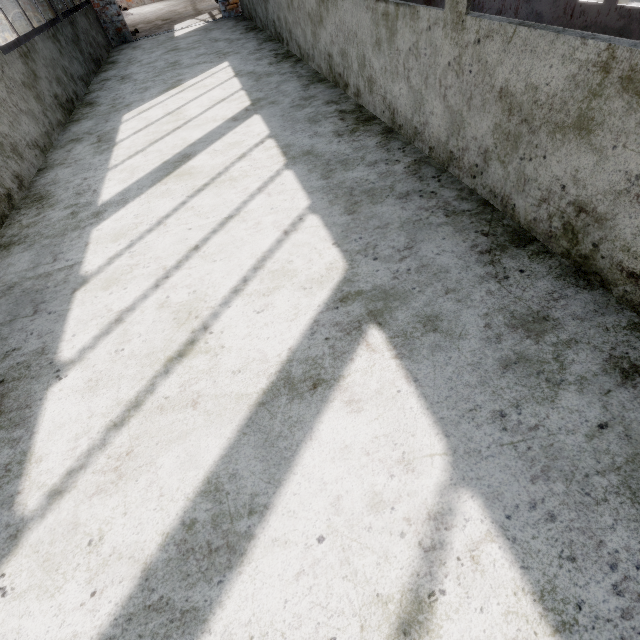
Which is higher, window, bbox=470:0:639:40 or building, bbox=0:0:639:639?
window, bbox=470:0:639:40

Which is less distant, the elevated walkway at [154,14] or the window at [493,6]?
the window at [493,6]

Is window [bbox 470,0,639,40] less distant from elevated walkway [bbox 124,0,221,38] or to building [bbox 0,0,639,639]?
building [bbox 0,0,639,639]

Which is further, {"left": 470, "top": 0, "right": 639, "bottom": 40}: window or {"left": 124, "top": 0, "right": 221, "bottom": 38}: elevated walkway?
{"left": 124, "top": 0, "right": 221, "bottom": 38}: elevated walkway

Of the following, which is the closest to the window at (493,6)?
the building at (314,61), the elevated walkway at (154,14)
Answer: the building at (314,61)

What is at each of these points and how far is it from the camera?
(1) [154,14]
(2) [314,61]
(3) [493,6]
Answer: (1) elevated walkway, 11.5 meters
(2) building, 4.2 meters
(3) window, 1.5 meters

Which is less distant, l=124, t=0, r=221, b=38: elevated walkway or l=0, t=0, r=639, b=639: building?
l=0, t=0, r=639, b=639: building
